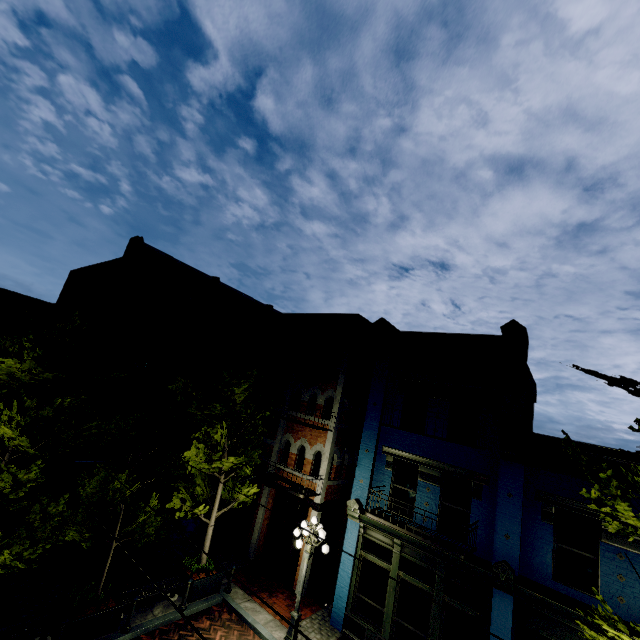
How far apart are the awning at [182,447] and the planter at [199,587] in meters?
5.9

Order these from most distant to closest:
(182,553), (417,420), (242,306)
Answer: (242,306), (182,553), (417,420)

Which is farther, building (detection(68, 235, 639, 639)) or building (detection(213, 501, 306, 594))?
building (detection(213, 501, 306, 594))

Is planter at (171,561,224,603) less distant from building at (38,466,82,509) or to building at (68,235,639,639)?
building at (68,235,639,639)

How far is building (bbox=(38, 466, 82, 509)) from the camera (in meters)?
14.66

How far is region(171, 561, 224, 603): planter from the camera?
10.99m

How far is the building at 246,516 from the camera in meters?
13.7 m

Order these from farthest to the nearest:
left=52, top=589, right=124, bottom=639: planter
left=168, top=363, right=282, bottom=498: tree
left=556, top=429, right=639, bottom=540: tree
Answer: left=168, top=363, right=282, bottom=498: tree → left=52, top=589, right=124, bottom=639: planter → left=556, top=429, right=639, bottom=540: tree
